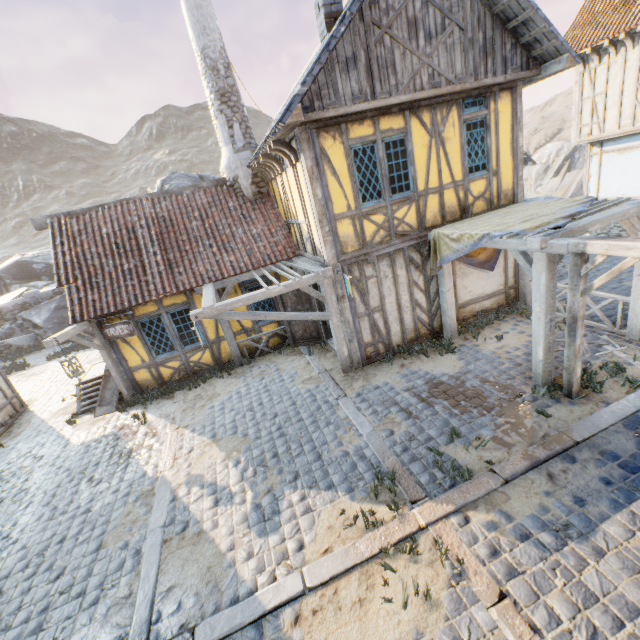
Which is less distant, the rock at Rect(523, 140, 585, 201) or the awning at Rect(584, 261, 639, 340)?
the awning at Rect(584, 261, 639, 340)

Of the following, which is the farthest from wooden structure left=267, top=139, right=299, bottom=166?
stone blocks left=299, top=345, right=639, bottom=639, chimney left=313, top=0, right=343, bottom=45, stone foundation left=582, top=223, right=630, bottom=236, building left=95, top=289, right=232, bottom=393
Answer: stone foundation left=582, top=223, right=630, bottom=236

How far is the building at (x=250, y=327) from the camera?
10.4m

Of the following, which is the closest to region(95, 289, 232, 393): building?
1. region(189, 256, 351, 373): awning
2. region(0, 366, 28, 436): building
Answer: region(189, 256, 351, 373): awning

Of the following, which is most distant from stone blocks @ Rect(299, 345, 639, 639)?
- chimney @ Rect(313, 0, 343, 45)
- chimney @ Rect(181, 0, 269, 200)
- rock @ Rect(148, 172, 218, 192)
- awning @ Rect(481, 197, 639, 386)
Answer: chimney @ Rect(313, 0, 343, 45)

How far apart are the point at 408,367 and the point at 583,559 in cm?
482

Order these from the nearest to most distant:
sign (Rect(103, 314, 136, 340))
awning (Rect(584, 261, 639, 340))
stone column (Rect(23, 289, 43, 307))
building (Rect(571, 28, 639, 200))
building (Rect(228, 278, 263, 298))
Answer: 1. awning (Rect(584, 261, 639, 340))
2. sign (Rect(103, 314, 136, 340))
3. building (Rect(228, 278, 263, 298))
4. building (Rect(571, 28, 639, 200))
5. stone column (Rect(23, 289, 43, 307))

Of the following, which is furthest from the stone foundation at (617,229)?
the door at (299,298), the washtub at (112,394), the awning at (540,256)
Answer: the washtub at (112,394)
